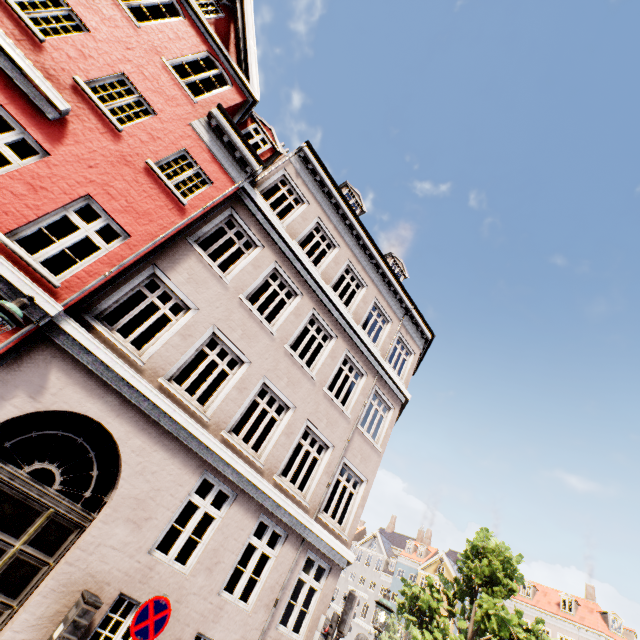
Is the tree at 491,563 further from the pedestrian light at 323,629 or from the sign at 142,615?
the sign at 142,615

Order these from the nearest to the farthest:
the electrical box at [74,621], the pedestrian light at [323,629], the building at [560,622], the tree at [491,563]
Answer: the electrical box at [74,621] → the pedestrian light at [323,629] → the tree at [491,563] → the building at [560,622]

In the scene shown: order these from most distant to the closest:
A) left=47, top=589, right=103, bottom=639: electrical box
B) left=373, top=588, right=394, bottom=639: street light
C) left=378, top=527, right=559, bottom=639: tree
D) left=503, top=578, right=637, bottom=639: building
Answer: left=503, top=578, right=637, bottom=639: building → left=378, top=527, right=559, bottom=639: tree → left=373, top=588, right=394, bottom=639: street light → left=47, top=589, right=103, bottom=639: electrical box

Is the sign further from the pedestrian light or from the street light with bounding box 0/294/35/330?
the street light with bounding box 0/294/35/330

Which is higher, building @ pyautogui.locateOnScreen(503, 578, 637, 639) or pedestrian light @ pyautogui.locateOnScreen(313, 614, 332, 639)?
building @ pyautogui.locateOnScreen(503, 578, 637, 639)

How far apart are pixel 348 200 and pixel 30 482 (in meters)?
13.59

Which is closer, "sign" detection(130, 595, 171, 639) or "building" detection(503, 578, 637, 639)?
"sign" detection(130, 595, 171, 639)

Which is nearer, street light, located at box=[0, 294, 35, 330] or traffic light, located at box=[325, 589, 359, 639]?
street light, located at box=[0, 294, 35, 330]
